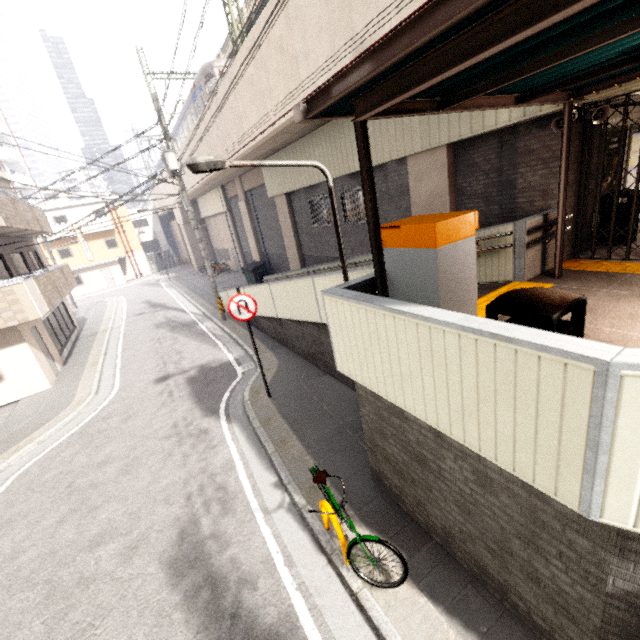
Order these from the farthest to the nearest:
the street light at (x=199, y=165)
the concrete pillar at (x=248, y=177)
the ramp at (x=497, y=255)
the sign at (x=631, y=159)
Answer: the concrete pillar at (x=248, y=177), the sign at (x=631, y=159), the ramp at (x=497, y=255), the street light at (x=199, y=165)

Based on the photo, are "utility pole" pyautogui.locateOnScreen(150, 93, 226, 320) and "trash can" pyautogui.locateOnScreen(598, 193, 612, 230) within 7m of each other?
no

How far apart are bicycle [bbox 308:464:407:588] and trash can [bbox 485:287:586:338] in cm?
206

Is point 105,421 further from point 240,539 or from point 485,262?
point 485,262

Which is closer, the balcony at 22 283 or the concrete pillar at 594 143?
the concrete pillar at 594 143

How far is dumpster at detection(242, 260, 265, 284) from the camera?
21.0m

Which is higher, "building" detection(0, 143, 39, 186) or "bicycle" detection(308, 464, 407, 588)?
"building" detection(0, 143, 39, 186)

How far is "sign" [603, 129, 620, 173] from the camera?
7.24m
